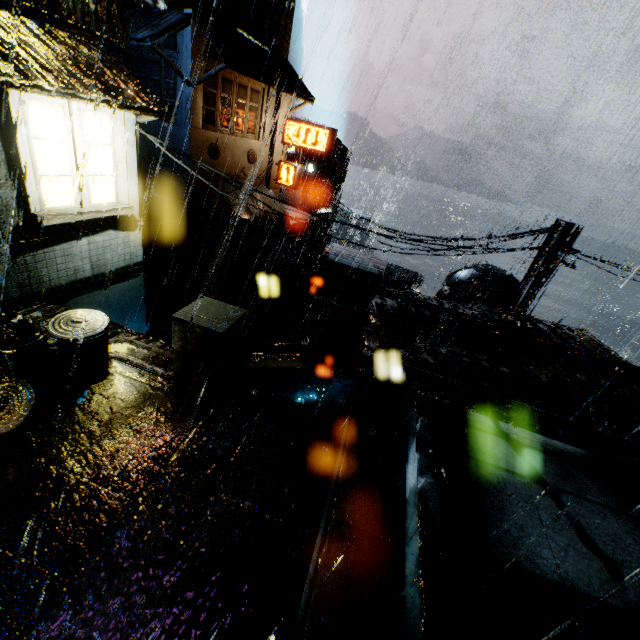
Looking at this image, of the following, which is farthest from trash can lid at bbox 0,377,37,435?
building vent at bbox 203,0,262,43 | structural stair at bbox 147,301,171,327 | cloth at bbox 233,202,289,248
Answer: building vent at bbox 203,0,262,43

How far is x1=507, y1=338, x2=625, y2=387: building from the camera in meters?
8.1 m

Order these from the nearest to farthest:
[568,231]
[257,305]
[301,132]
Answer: [568,231], [301,132], [257,305]

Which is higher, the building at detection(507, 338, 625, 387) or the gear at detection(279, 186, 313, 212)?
the building at detection(507, 338, 625, 387)

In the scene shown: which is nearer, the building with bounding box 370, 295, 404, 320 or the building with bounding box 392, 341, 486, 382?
the building with bounding box 392, 341, 486, 382

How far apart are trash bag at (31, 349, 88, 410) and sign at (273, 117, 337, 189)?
20.63m

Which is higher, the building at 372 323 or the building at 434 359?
the building at 372 323

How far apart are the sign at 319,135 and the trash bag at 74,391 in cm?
2063
